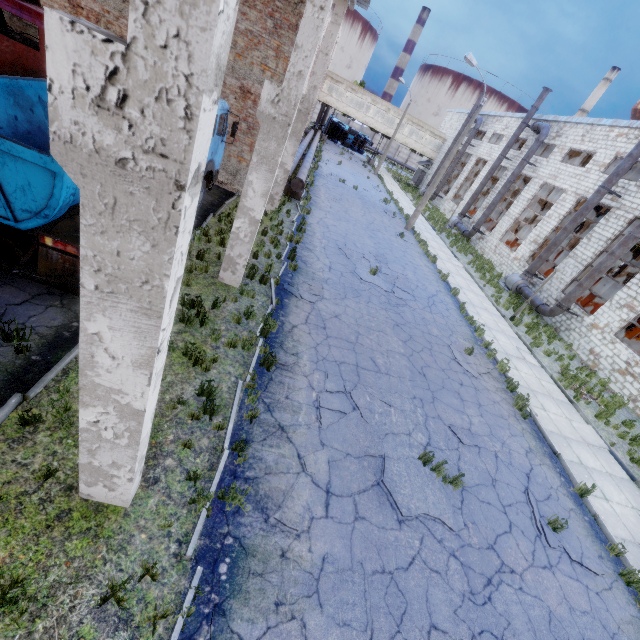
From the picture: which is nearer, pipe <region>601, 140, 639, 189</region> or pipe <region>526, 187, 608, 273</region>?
pipe <region>601, 140, 639, 189</region>

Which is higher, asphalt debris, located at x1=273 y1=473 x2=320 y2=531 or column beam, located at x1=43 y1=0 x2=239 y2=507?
column beam, located at x1=43 y1=0 x2=239 y2=507

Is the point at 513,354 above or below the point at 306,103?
below

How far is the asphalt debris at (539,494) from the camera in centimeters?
651cm

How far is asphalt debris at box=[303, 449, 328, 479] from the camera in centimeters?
565cm

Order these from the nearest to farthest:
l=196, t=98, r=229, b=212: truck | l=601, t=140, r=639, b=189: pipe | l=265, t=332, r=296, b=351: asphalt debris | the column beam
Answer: the column beam < l=265, t=332, r=296, b=351: asphalt debris < l=196, t=98, r=229, b=212: truck < l=601, t=140, r=639, b=189: pipe

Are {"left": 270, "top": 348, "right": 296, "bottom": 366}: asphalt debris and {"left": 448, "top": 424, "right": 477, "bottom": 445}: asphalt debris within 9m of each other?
yes

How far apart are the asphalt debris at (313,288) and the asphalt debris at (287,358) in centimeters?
194cm
